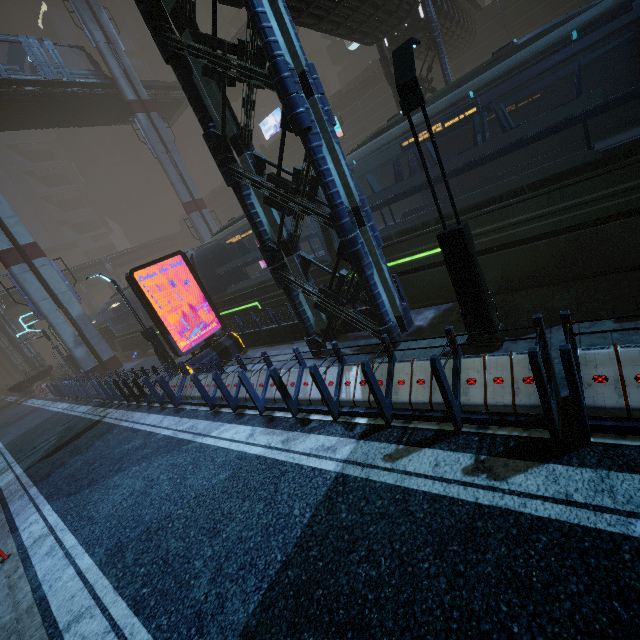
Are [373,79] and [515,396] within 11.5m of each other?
no

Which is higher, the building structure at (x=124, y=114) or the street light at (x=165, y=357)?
the building structure at (x=124, y=114)

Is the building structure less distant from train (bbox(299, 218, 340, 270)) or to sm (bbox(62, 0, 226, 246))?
sm (bbox(62, 0, 226, 246))

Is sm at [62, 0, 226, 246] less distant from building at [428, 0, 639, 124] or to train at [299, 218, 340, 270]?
building at [428, 0, 639, 124]

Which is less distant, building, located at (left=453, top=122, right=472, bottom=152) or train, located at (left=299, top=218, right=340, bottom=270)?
train, located at (left=299, top=218, right=340, bottom=270)

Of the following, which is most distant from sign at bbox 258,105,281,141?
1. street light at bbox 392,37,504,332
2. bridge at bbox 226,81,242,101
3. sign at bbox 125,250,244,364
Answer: street light at bbox 392,37,504,332

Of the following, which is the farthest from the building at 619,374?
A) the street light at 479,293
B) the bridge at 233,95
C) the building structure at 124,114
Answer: the building structure at 124,114

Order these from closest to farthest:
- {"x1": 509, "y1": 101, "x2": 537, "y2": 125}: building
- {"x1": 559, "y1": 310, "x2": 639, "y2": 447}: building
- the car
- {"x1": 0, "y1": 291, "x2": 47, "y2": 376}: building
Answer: {"x1": 559, "y1": 310, "x2": 639, "y2": 447}: building < {"x1": 509, "y1": 101, "x2": 537, "y2": 125}: building < the car < {"x1": 0, "y1": 291, "x2": 47, "y2": 376}: building
